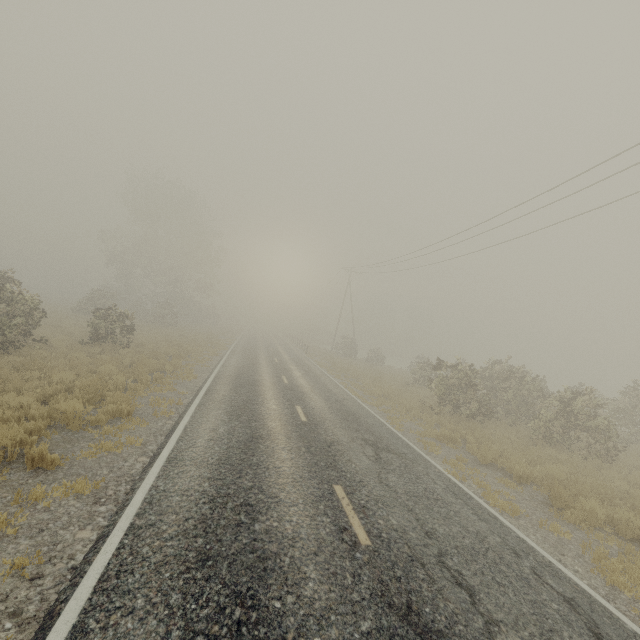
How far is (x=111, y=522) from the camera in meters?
4.8 m
